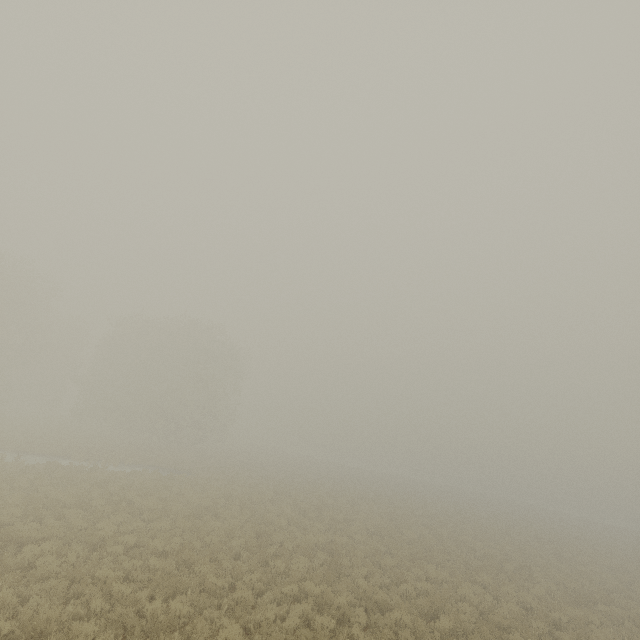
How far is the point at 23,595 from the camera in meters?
8.4
